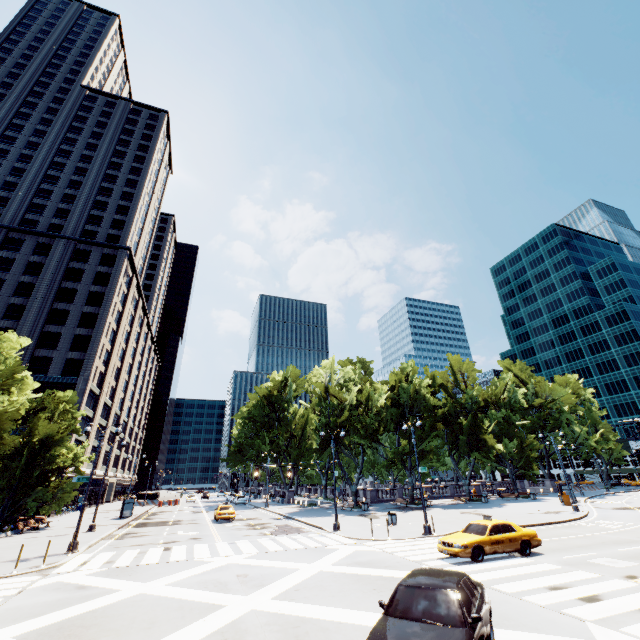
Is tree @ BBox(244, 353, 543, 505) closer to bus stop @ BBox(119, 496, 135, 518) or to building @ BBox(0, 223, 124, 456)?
bus stop @ BBox(119, 496, 135, 518)

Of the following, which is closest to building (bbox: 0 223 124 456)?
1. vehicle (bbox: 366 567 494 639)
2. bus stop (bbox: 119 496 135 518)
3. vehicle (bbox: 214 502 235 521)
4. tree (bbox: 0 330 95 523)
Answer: tree (bbox: 0 330 95 523)

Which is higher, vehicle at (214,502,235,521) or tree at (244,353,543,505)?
tree at (244,353,543,505)

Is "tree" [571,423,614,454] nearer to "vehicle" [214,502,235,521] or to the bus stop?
the bus stop

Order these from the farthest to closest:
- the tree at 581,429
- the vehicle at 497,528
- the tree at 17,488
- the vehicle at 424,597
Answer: the tree at 581,429 < the tree at 17,488 < the vehicle at 497,528 < the vehicle at 424,597

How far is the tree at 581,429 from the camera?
57.8m

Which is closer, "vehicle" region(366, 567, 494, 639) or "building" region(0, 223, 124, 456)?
"vehicle" region(366, 567, 494, 639)

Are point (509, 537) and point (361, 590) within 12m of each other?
yes
